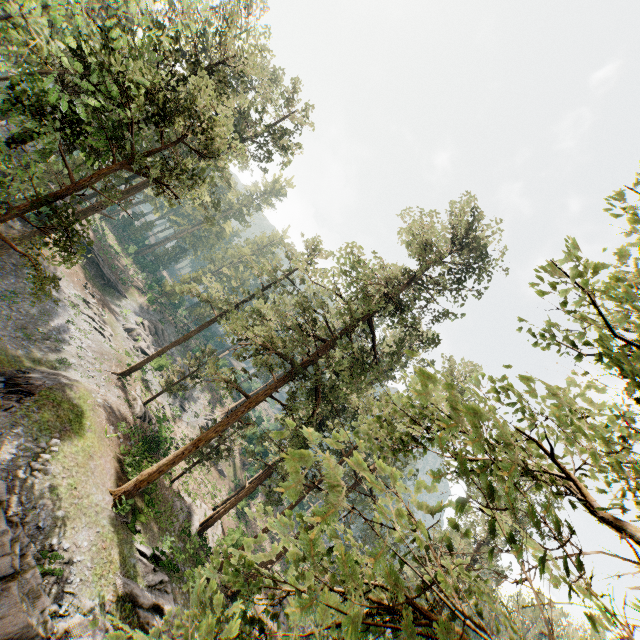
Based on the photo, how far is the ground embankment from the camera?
43.8 meters

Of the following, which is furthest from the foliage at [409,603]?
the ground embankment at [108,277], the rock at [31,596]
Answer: the ground embankment at [108,277]

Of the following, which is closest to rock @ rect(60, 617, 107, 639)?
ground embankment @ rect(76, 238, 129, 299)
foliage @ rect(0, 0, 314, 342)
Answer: foliage @ rect(0, 0, 314, 342)

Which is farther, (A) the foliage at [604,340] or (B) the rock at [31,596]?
(B) the rock at [31,596]

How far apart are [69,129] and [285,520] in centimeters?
1556cm

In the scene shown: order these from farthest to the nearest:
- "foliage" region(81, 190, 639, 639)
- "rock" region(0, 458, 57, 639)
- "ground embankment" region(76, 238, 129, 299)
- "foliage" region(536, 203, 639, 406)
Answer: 1. "ground embankment" region(76, 238, 129, 299)
2. "rock" region(0, 458, 57, 639)
3. "foliage" region(536, 203, 639, 406)
4. "foliage" region(81, 190, 639, 639)

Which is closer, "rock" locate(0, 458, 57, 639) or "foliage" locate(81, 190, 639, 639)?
"foliage" locate(81, 190, 639, 639)
